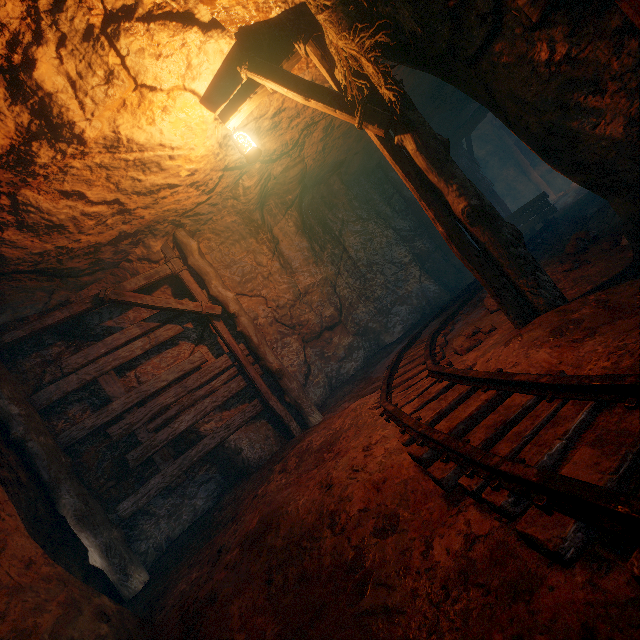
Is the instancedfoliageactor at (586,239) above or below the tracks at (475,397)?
above

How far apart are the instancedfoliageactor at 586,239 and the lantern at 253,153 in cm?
437

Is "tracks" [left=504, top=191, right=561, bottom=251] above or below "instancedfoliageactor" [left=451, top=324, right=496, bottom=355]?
above

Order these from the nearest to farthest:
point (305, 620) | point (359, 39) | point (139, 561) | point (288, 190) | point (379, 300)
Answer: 1. point (305, 620)
2. point (359, 39)
3. point (139, 561)
4. point (288, 190)
5. point (379, 300)

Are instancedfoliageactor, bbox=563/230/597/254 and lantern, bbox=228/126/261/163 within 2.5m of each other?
no

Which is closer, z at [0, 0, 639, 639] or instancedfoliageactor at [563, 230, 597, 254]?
z at [0, 0, 639, 639]

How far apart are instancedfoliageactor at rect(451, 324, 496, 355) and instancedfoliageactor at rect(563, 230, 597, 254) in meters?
1.6 m

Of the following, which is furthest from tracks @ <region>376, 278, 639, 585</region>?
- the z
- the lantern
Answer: the lantern
